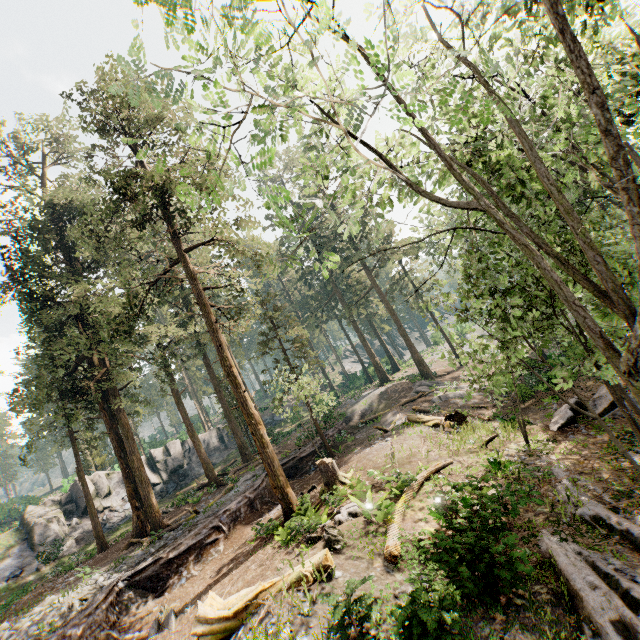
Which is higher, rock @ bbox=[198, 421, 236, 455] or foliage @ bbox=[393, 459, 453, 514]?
rock @ bbox=[198, 421, 236, 455]

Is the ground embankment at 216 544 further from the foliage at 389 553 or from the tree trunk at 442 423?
the tree trunk at 442 423

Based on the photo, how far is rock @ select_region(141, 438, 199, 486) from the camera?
35.1 meters

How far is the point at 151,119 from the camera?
18.8m

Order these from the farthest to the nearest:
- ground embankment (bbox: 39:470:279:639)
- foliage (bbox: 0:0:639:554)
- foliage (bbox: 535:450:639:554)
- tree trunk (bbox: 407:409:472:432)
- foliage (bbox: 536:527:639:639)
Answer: tree trunk (bbox: 407:409:472:432)
ground embankment (bbox: 39:470:279:639)
foliage (bbox: 535:450:639:554)
foliage (bbox: 536:527:639:639)
foliage (bbox: 0:0:639:554)

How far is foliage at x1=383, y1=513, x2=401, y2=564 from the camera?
9.4 meters

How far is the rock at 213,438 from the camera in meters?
40.1 m

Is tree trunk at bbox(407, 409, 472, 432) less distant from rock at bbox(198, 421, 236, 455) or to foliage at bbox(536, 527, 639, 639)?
foliage at bbox(536, 527, 639, 639)
